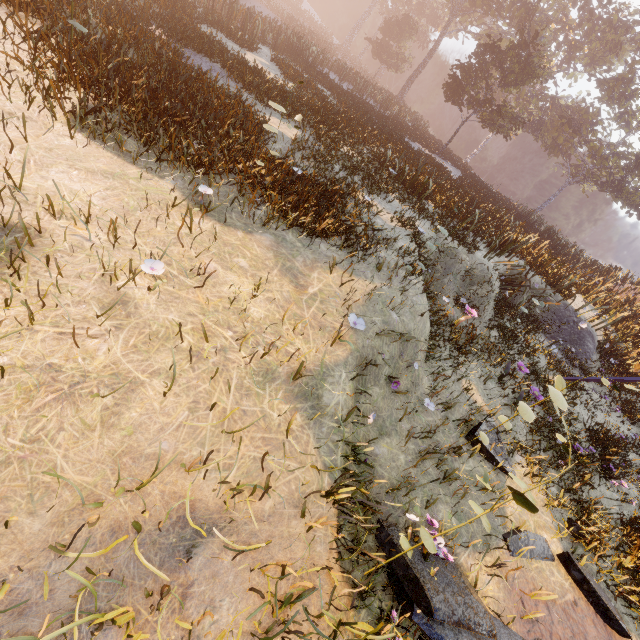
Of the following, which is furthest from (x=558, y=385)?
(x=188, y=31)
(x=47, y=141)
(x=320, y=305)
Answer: (x=188, y=31)

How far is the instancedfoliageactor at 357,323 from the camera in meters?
3.9 m

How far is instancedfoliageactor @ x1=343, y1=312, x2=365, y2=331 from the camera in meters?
3.9
